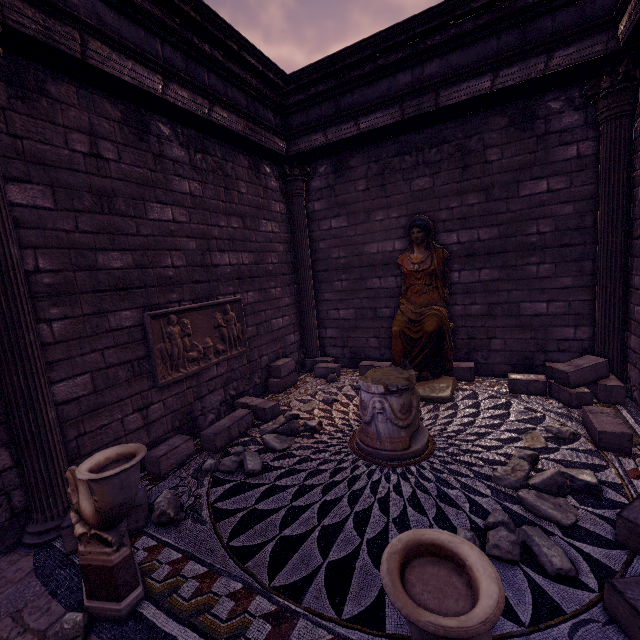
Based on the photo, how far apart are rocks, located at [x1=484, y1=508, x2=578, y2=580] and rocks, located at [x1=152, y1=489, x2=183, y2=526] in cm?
262

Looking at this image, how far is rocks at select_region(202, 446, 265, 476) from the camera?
3.8 meters

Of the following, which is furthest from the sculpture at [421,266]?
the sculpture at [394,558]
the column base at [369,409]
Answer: the sculpture at [394,558]

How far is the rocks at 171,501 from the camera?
3.2m

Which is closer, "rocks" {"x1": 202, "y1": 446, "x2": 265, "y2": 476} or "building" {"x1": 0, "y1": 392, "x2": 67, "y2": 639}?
"building" {"x1": 0, "y1": 392, "x2": 67, "y2": 639}

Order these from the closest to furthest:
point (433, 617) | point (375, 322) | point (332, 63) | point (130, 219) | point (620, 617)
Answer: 1. point (433, 617)
2. point (620, 617)
3. point (130, 219)
4. point (332, 63)
5. point (375, 322)

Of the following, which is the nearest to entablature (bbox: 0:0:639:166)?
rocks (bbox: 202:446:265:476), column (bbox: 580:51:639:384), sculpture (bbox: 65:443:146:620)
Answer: column (bbox: 580:51:639:384)

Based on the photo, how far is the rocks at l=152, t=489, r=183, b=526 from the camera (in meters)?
3.16
